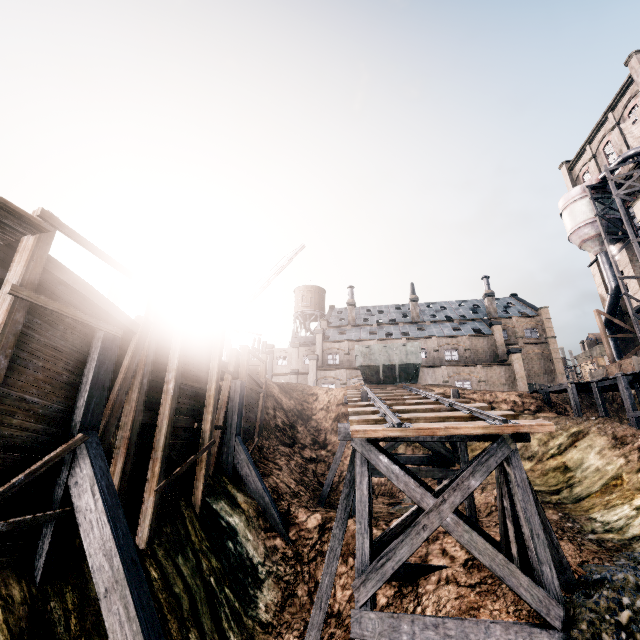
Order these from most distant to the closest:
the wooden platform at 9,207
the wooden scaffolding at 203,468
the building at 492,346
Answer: the building at 492,346 < the wooden scaffolding at 203,468 < the wooden platform at 9,207

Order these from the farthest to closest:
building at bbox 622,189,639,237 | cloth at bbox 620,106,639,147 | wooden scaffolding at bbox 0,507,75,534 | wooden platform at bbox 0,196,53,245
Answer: cloth at bbox 620,106,639,147, building at bbox 622,189,639,237, wooden scaffolding at bbox 0,507,75,534, wooden platform at bbox 0,196,53,245

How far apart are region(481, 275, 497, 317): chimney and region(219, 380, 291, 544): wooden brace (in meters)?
48.88

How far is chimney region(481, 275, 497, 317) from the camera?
53.7 meters

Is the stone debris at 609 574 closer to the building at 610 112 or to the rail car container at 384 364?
the rail car container at 384 364

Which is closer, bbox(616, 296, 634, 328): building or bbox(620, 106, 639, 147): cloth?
bbox(620, 106, 639, 147): cloth

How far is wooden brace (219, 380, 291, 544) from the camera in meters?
14.1 m

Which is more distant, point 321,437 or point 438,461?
point 321,437
